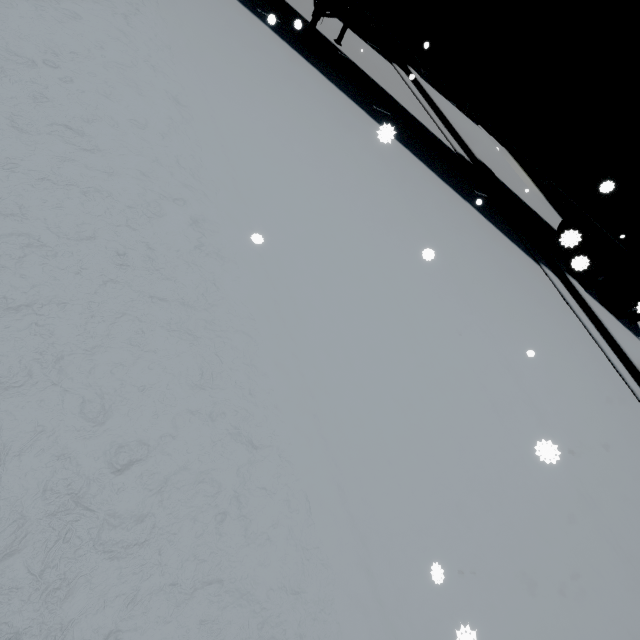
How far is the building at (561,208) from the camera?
13.4m

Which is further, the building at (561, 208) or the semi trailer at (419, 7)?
the building at (561, 208)

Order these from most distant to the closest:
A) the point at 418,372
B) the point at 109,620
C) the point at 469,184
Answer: the point at 469,184, the point at 418,372, the point at 109,620

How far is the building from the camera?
13.4 meters

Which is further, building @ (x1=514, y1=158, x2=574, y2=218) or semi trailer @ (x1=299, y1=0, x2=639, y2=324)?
building @ (x1=514, y1=158, x2=574, y2=218)

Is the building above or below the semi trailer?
below
